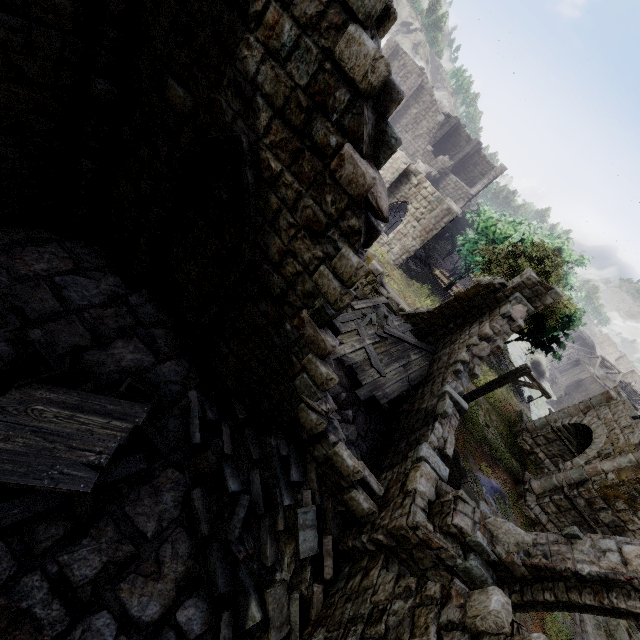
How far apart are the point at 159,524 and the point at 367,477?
3.61m

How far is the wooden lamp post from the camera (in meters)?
11.91

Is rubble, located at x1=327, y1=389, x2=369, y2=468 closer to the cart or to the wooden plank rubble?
the wooden plank rubble

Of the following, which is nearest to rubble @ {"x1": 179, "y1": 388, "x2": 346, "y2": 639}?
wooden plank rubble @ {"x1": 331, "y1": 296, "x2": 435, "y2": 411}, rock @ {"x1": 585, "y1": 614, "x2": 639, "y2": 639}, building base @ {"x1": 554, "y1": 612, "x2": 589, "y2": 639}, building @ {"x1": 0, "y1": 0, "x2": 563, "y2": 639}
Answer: building @ {"x1": 0, "y1": 0, "x2": 563, "y2": 639}

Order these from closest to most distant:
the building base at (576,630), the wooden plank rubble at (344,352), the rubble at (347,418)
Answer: the rubble at (347,418) → the wooden plank rubble at (344,352) → the building base at (576,630)

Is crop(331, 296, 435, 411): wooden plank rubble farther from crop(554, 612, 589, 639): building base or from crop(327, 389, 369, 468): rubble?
crop(554, 612, 589, 639): building base

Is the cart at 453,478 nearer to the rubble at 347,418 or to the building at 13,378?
the building at 13,378

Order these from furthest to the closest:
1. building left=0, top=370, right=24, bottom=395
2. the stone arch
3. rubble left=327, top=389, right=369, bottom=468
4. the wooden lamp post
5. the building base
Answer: the stone arch, the wooden lamp post, the building base, rubble left=327, top=389, right=369, bottom=468, building left=0, top=370, right=24, bottom=395
